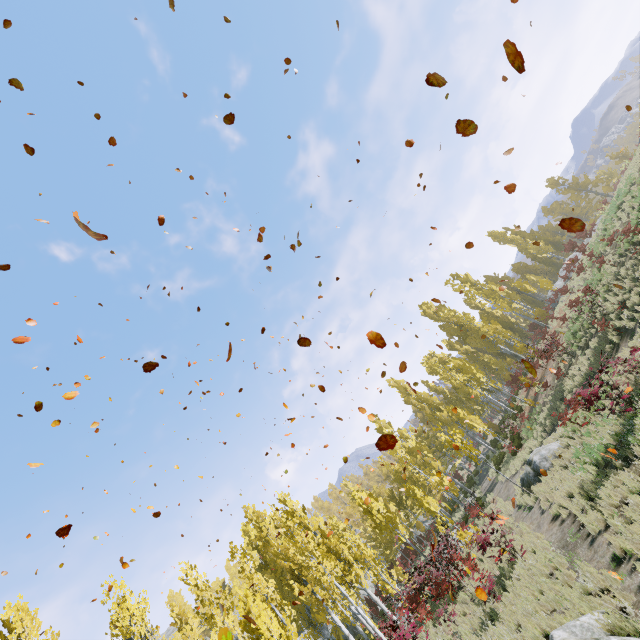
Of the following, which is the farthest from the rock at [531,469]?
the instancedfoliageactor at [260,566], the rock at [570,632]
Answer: the rock at [570,632]

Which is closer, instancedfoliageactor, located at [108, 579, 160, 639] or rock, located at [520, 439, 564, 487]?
instancedfoliageactor, located at [108, 579, 160, 639]

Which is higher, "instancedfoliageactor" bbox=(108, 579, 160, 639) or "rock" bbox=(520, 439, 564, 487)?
"instancedfoliageactor" bbox=(108, 579, 160, 639)

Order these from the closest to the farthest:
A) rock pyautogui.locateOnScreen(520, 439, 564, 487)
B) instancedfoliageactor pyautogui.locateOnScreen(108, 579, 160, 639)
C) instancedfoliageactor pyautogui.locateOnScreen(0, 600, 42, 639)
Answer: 1. instancedfoliageactor pyautogui.locateOnScreen(108, 579, 160, 639)
2. instancedfoliageactor pyautogui.locateOnScreen(0, 600, 42, 639)
3. rock pyautogui.locateOnScreen(520, 439, 564, 487)

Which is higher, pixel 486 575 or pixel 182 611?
pixel 182 611

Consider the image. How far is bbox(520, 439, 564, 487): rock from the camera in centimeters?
1505cm

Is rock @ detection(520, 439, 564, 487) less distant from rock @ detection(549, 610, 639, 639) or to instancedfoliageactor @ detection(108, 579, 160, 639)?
instancedfoliageactor @ detection(108, 579, 160, 639)
